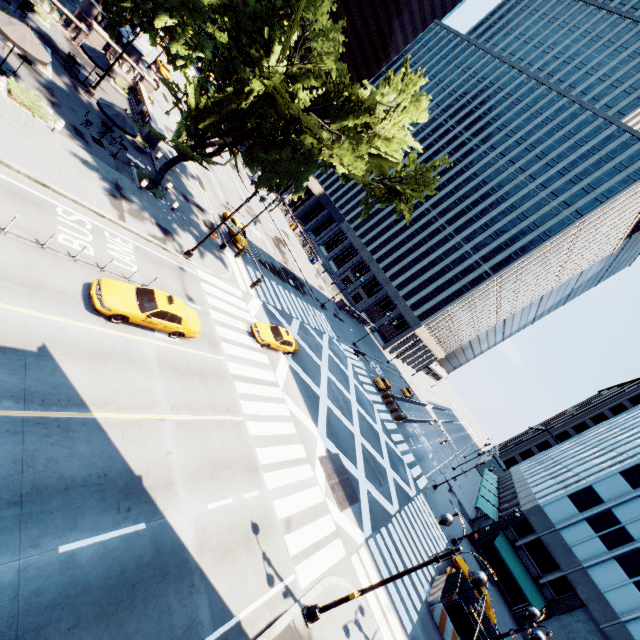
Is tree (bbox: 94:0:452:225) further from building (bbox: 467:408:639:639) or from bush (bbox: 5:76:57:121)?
building (bbox: 467:408:639:639)

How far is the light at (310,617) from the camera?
12.5m

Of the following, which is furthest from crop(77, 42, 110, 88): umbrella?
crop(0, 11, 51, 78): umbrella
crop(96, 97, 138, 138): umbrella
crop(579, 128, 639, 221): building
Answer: crop(579, 128, 639, 221): building

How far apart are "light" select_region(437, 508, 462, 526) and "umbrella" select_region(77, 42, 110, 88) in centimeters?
3624cm

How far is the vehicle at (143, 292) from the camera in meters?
13.4

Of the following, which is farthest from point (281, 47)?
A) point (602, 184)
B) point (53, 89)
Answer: point (602, 184)

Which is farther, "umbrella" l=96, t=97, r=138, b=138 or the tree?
"umbrella" l=96, t=97, r=138, b=138
